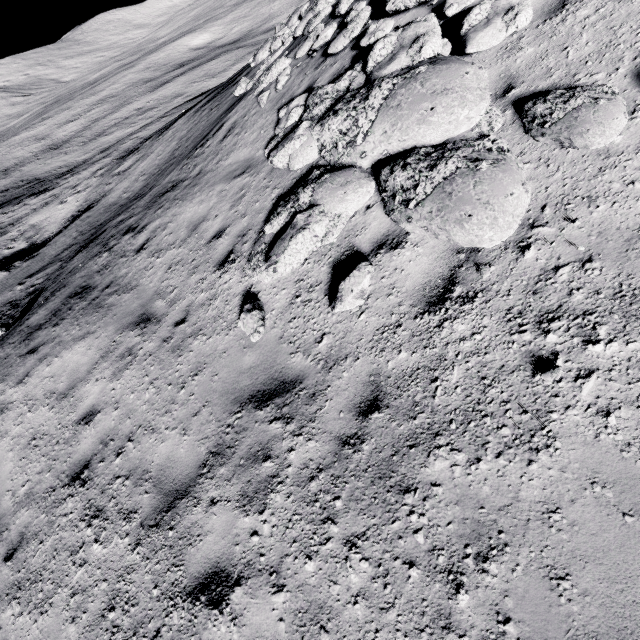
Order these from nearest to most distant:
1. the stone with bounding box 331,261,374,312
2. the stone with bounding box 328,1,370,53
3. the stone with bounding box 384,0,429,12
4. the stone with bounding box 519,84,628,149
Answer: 1. the stone with bounding box 519,84,628,149
2. the stone with bounding box 331,261,374,312
3. the stone with bounding box 384,0,429,12
4. the stone with bounding box 328,1,370,53

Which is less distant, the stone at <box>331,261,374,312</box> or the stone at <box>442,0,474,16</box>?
the stone at <box>331,261,374,312</box>

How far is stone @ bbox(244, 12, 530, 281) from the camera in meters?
3.4

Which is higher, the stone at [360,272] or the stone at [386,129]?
the stone at [386,129]

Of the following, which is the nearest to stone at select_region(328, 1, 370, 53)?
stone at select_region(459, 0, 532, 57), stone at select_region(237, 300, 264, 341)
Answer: stone at select_region(459, 0, 532, 57)

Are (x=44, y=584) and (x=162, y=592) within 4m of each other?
yes

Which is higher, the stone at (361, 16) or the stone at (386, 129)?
the stone at (361, 16)

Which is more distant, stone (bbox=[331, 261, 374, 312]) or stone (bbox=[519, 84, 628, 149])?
stone (bbox=[331, 261, 374, 312])
